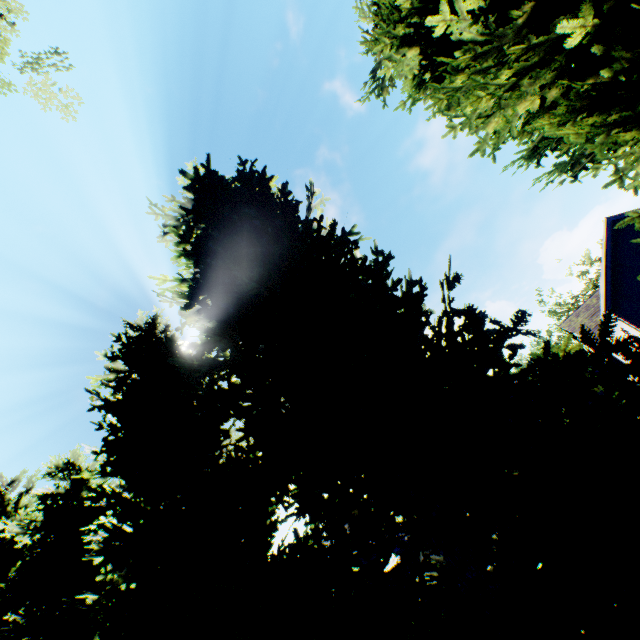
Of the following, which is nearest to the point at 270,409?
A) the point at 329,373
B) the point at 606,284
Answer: the point at 329,373

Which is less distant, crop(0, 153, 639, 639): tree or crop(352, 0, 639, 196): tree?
crop(0, 153, 639, 639): tree

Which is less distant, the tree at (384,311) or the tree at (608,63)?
the tree at (384,311)
